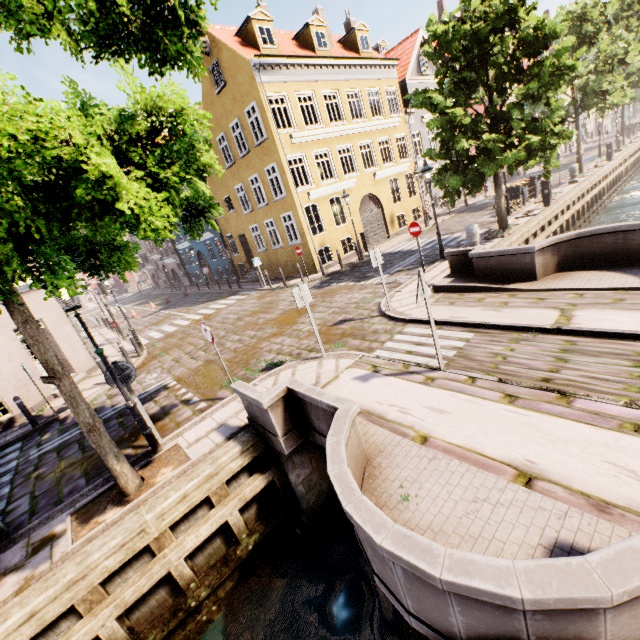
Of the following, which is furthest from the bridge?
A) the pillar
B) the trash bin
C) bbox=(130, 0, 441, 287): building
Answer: the trash bin

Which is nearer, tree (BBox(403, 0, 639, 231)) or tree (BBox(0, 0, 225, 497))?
tree (BBox(0, 0, 225, 497))

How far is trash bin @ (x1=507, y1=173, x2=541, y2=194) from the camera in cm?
1881

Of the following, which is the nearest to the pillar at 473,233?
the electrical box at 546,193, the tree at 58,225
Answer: the tree at 58,225

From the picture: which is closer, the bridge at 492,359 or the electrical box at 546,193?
the bridge at 492,359

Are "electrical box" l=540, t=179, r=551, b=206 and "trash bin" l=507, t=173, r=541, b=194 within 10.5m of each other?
yes

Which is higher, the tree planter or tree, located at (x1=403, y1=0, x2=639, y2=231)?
tree, located at (x1=403, y1=0, x2=639, y2=231)

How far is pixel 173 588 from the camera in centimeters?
525cm
